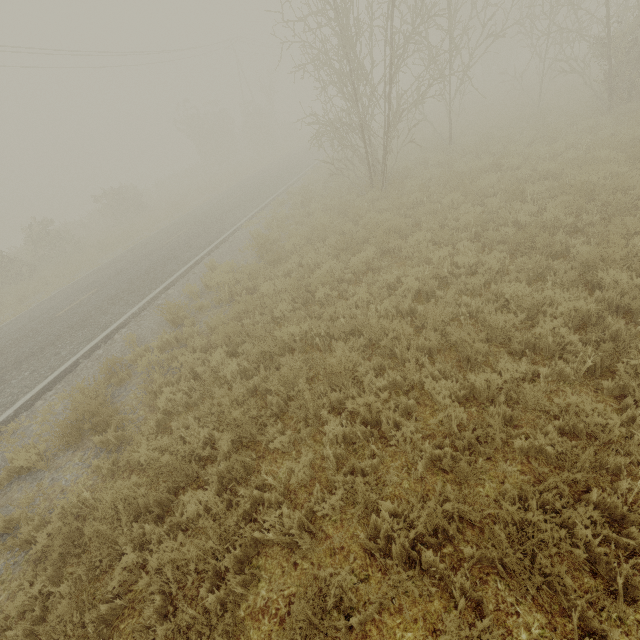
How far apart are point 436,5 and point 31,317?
17.3m
